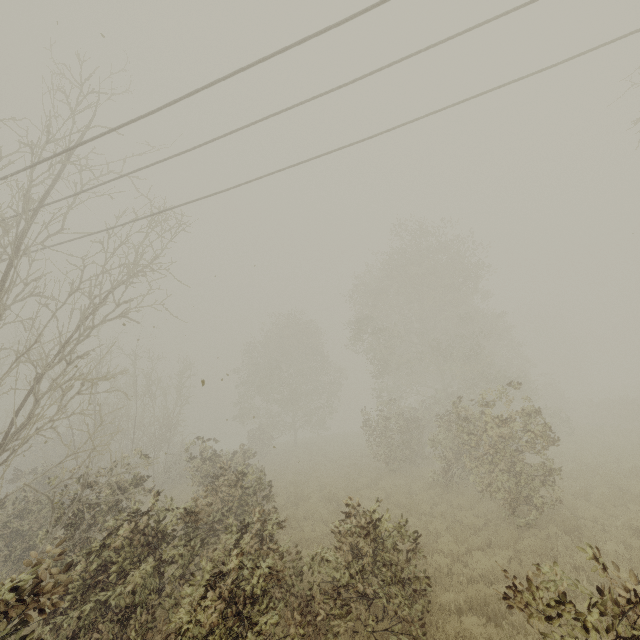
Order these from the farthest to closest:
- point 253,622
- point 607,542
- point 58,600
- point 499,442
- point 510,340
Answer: point 510,340, point 499,442, point 607,542, point 253,622, point 58,600

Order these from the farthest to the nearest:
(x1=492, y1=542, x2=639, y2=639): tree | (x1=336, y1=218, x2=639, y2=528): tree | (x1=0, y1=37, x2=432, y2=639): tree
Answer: (x1=336, y1=218, x2=639, y2=528): tree, (x1=0, y1=37, x2=432, y2=639): tree, (x1=492, y1=542, x2=639, y2=639): tree

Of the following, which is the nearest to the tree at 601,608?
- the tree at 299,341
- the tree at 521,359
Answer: the tree at 299,341

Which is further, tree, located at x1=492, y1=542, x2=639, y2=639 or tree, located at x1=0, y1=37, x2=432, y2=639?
tree, located at x1=0, y1=37, x2=432, y2=639

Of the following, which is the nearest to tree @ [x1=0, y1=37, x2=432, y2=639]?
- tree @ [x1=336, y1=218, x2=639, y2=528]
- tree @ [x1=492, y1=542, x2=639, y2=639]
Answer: tree @ [x1=492, y1=542, x2=639, y2=639]

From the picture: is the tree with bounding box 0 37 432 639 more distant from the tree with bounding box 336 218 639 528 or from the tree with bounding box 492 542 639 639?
the tree with bounding box 336 218 639 528
